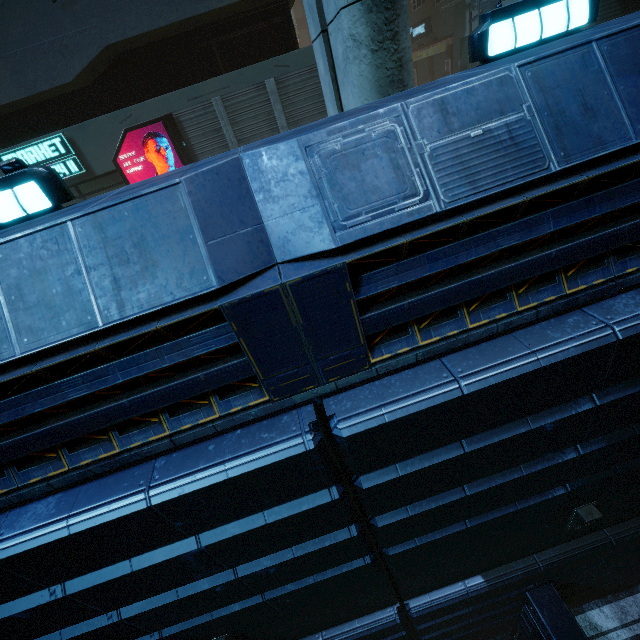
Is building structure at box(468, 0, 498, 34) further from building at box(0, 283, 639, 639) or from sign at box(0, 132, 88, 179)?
sign at box(0, 132, 88, 179)

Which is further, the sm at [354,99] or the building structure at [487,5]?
the building structure at [487,5]

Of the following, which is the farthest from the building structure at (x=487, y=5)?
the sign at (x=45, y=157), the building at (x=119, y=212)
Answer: the sign at (x=45, y=157)

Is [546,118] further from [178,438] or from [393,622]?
[393,622]

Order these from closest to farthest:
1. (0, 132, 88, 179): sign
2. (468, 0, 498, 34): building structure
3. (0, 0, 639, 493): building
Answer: (0, 0, 639, 493): building, (0, 132, 88, 179): sign, (468, 0, 498, 34): building structure

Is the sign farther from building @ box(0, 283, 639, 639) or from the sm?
the sm

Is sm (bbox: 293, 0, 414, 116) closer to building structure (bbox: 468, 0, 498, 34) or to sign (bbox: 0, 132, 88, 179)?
sign (bbox: 0, 132, 88, 179)
